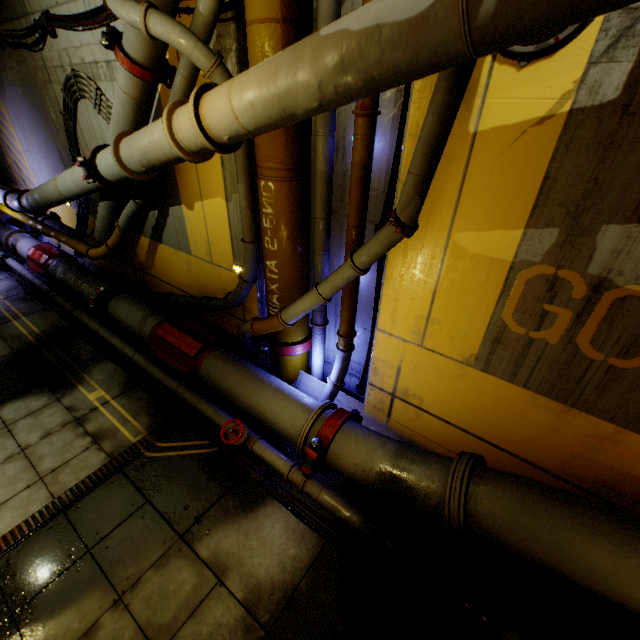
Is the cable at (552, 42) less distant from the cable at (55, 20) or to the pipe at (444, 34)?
the pipe at (444, 34)

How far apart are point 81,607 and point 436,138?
5.9m

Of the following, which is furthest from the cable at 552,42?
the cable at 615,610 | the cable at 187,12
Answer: the cable at 615,610

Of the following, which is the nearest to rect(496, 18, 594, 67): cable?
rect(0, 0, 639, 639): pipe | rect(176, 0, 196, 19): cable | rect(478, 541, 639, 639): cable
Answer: rect(0, 0, 639, 639): pipe

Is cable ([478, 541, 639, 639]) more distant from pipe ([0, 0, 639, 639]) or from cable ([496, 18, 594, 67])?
cable ([496, 18, 594, 67])

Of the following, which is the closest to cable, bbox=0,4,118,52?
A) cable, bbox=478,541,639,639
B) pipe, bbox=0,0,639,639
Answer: pipe, bbox=0,0,639,639

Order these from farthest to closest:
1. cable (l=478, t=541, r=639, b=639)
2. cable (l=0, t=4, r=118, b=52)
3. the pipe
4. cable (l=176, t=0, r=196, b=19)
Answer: cable (l=0, t=4, r=118, b=52) → cable (l=176, t=0, r=196, b=19) → cable (l=478, t=541, r=639, b=639) → the pipe
